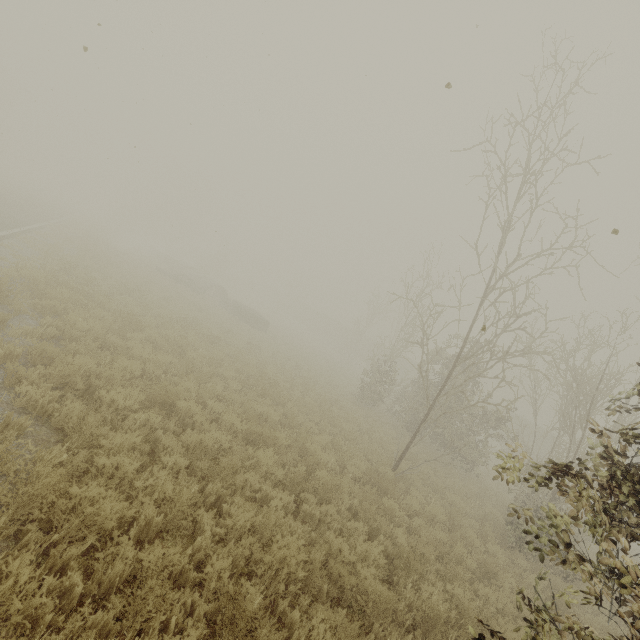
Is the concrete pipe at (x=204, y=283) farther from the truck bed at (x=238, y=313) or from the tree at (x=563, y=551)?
the tree at (x=563, y=551)

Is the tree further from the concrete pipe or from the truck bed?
the concrete pipe

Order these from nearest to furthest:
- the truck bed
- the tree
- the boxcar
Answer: the tree, the truck bed, the boxcar

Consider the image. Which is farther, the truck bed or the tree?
the truck bed

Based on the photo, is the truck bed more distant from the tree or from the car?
the tree

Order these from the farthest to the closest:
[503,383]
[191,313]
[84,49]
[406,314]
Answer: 1. [503,383]
2. [406,314]
3. [191,313]
4. [84,49]

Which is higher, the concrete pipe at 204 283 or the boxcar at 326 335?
the boxcar at 326 335

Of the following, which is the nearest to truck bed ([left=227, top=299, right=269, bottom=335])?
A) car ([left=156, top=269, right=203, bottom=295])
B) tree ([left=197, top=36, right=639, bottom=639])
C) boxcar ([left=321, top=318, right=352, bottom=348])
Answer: car ([left=156, top=269, right=203, bottom=295])
